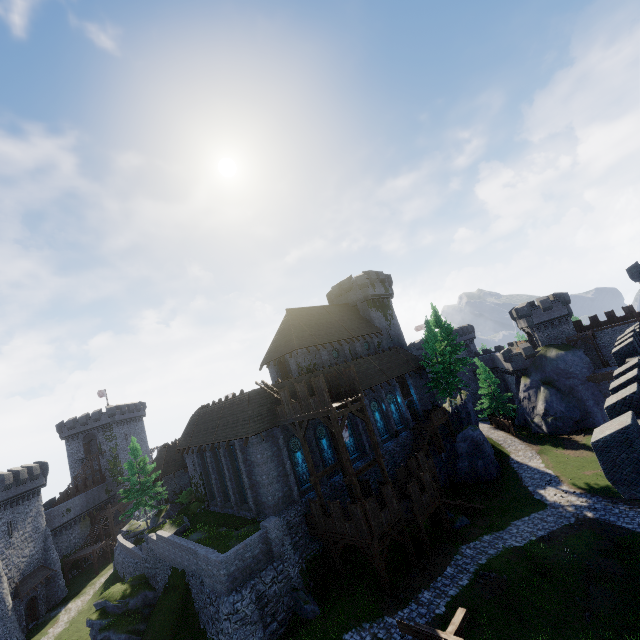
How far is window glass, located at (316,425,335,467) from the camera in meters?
27.6

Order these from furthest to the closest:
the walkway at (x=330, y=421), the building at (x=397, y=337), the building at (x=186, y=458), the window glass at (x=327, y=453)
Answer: the building at (x=397, y=337) < the window glass at (x=327, y=453) < the building at (x=186, y=458) < the walkway at (x=330, y=421)

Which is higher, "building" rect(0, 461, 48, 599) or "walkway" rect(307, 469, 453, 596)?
"building" rect(0, 461, 48, 599)

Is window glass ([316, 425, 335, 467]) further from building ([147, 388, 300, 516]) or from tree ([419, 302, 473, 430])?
tree ([419, 302, 473, 430])

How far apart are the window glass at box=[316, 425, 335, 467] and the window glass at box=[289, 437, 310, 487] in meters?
1.5 m

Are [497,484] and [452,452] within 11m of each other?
yes

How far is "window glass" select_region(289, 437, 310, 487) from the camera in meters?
25.4 m

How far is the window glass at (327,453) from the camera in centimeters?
2759cm
